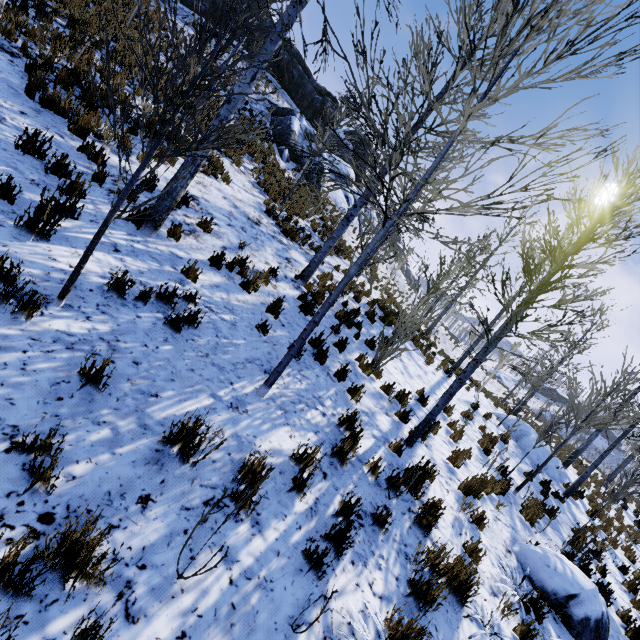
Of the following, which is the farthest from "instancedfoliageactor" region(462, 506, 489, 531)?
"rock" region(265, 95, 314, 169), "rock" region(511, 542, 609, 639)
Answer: "rock" region(265, 95, 314, 169)

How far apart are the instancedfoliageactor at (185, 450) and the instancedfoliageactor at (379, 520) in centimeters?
226cm

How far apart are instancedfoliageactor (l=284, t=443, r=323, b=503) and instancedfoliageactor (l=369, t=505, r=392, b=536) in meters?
0.9 m

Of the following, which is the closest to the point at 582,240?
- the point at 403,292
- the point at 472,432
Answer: the point at 472,432

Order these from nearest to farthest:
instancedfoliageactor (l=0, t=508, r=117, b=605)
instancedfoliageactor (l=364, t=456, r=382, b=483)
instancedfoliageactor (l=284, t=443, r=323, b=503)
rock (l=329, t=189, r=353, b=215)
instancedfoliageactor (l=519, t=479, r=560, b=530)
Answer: instancedfoliageactor (l=0, t=508, r=117, b=605), instancedfoliageactor (l=284, t=443, r=323, b=503), instancedfoliageactor (l=364, t=456, r=382, b=483), instancedfoliageactor (l=519, t=479, r=560, b=530), rock (l=329, t=189, r=353, b=215)

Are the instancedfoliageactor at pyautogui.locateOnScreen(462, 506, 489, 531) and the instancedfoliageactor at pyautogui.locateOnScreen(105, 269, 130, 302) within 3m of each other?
no

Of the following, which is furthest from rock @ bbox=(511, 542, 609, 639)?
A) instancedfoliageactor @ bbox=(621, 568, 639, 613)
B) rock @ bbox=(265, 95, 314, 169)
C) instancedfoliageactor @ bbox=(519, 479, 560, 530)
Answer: rock @ bbox=(265, 95, 314, 169)

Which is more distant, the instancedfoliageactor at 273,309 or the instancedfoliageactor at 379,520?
the instancedfoliageactor at 273,309
